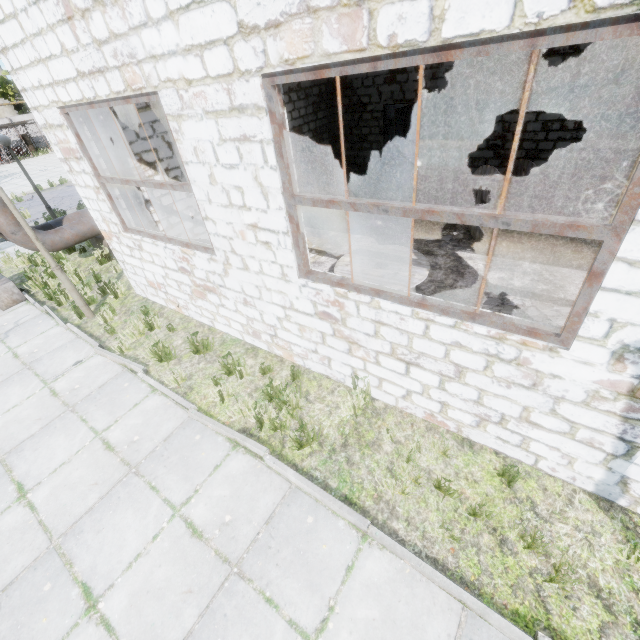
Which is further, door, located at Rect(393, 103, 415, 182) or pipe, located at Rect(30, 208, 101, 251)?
door, located at Rect(393, 103, 415, 182)

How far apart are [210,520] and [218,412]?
1.52m

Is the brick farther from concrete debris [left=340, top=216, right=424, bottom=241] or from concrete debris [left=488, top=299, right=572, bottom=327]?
concrete debris [left=488, top=299, right=572, bottom=327]

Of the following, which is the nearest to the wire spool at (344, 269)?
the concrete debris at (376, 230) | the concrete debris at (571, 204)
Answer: the concrete debris at (376, 230)

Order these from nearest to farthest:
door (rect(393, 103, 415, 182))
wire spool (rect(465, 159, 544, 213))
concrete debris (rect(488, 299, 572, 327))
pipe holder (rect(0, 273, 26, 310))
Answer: concrete debris (rect(488, 299, 572, 327))
wire spool (rect(465, 159, 544, 213))
pipe holder (rect(0, 273, 26, 310))
door (rect(393, 103, 415, 182))

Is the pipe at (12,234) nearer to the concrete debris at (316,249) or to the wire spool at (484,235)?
the concrete debris at (316,249)

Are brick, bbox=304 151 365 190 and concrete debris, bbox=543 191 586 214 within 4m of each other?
no

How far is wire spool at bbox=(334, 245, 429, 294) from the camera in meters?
5.0 m
